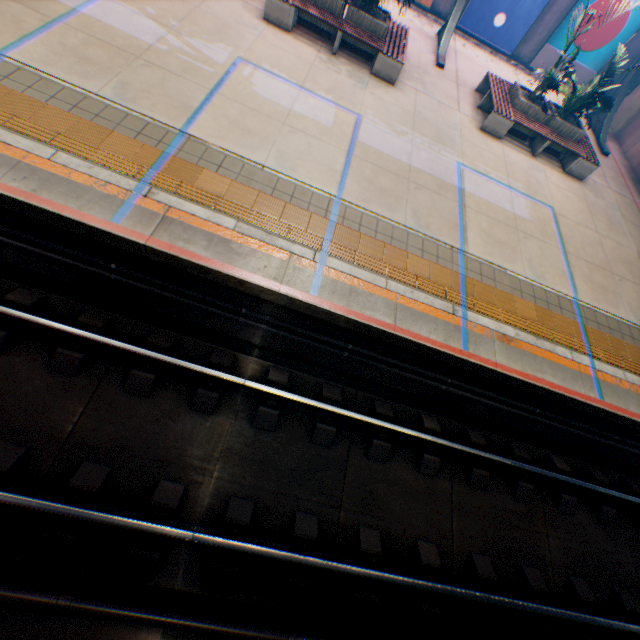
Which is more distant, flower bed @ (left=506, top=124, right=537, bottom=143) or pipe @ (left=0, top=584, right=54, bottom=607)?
flower bed @ (left=506, top=124, right=537, bottom=143)

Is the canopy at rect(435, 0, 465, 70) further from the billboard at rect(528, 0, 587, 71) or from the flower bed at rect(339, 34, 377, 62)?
the flower bed at rect(339, 34, 377, 62)

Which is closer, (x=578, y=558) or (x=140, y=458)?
(x=140, y=458)

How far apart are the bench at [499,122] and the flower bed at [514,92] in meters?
0.0

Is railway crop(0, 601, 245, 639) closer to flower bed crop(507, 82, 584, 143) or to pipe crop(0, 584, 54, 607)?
pipe crop(0, 584, 54, 607)

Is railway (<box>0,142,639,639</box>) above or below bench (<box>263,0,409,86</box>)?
below

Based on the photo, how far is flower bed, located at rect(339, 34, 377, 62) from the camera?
9.12m

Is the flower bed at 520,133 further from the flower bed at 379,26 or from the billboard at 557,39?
the billboard at 557,39
